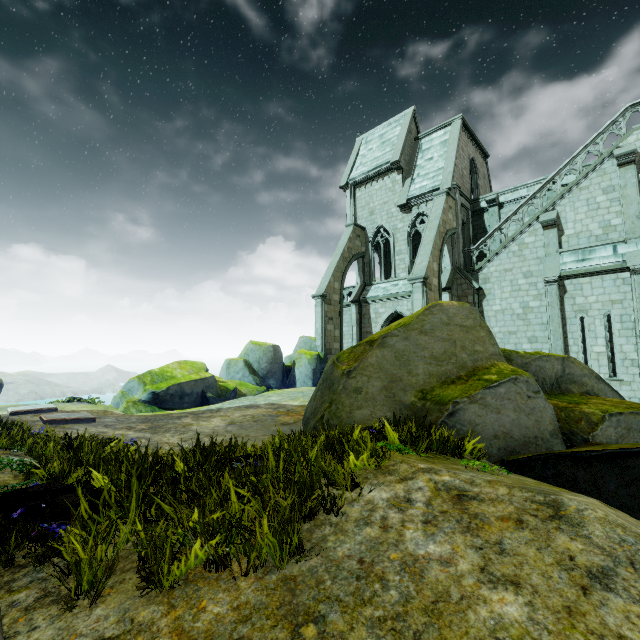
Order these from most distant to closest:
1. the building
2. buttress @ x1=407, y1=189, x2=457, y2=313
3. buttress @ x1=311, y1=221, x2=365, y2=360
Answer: buttress @ x1=311, y1=221, x2=365, y2=360 < buttress @ x1=407, y1=189, x2=457, y2=313 < the building

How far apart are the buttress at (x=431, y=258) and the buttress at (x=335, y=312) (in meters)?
5.90

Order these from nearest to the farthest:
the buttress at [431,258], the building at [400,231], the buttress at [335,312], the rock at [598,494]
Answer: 1. the rock at [598,494]
2. the building at [400,231]
3. the buttress at [431,258]
4. the buttress at [335,312]

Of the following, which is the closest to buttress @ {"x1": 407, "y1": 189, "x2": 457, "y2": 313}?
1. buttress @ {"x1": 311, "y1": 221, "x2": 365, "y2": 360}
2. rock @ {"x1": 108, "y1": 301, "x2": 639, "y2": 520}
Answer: rock @ {"x1": 108, "y1": 301, "x2": 639, "y2": 520}

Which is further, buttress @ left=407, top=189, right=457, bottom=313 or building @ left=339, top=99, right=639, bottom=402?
buttress @ left=407, top=189, right=457, bottom=313

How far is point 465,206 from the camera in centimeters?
2189cm

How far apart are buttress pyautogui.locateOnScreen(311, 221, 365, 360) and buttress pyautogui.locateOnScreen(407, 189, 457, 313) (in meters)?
5.90
